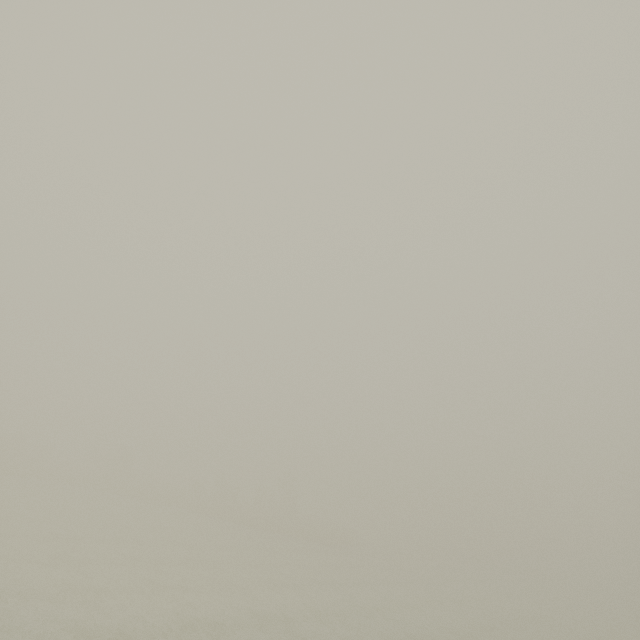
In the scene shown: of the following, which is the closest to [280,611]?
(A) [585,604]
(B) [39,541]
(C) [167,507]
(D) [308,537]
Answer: (B) [39,541]
